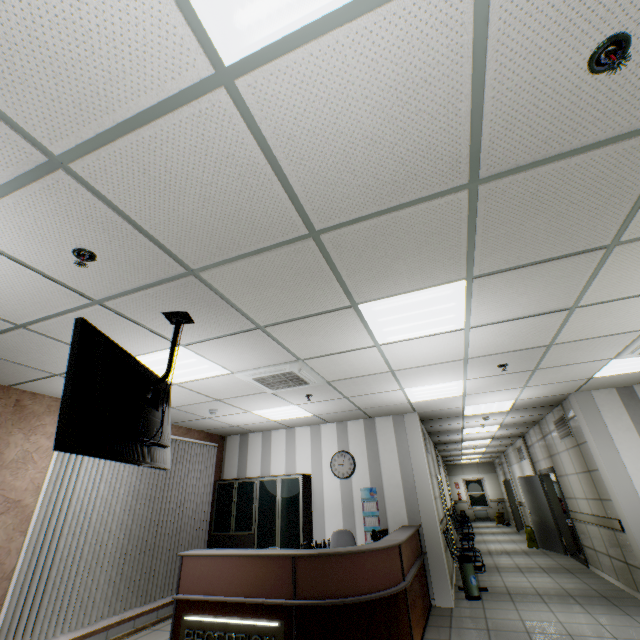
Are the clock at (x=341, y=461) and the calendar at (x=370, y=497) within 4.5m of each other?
yes

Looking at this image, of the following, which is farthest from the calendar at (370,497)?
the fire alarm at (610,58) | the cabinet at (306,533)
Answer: the fire alarm at (610,58)

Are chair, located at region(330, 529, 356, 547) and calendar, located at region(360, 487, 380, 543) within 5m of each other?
yes

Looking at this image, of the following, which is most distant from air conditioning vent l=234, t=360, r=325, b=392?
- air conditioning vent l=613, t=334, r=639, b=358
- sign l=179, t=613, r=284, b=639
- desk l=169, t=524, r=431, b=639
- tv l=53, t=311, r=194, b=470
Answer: air conditioning vent l=613, t=334, r=639, b=358

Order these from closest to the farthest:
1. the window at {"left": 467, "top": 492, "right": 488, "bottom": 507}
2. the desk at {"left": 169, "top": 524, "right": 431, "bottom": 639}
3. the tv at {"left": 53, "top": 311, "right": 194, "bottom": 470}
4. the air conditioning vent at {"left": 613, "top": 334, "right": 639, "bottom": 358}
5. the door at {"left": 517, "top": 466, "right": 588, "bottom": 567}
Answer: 1. the tv at {"left": 53, "top": 311, "right": 194, "bottom": 470}
2. the desk at {"left": 169, "top": 524, "right": 431, "bottom": 639}
3. the air conditioning vent at {"left": 613, "top": 334, "right": 639, "bottom": 358}
4. the door at {"left": 517, "top": 466, "right": 588, "bottom": 567}
5. the window at {"left": 467, "top": 492, "right": 488, "bottom": 507}

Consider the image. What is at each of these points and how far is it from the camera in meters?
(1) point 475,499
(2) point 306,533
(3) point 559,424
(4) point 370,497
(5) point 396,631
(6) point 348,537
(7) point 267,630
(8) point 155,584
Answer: (1) window, 20.6 m
(2) cabinet, 6.5 m
(3) ventilation grill, 7.3 m
(4) calendar, 6.7 m
(5) desk, 3.6 m
(6) chair, 5.9 m
(7) sign, 3.5 m
(8) blinds, 5.7 m

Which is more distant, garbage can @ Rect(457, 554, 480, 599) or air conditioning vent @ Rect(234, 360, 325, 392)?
garbage can @ Rect(457, 554, 480, 599)

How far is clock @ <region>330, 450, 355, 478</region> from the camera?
7.00m
